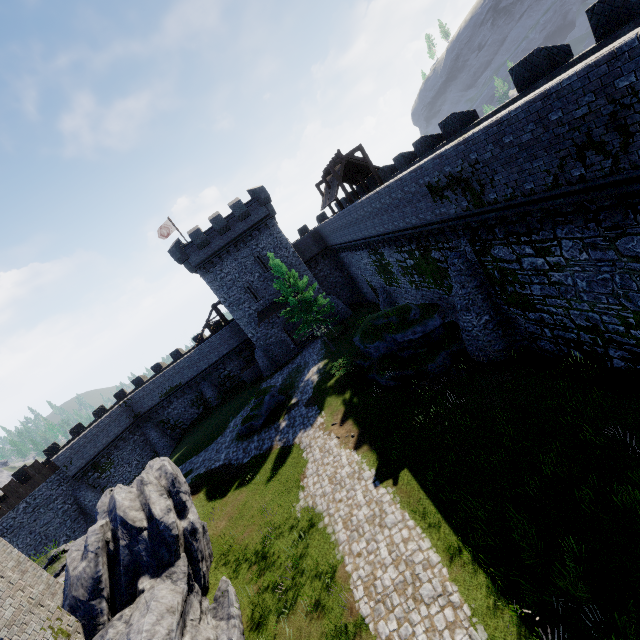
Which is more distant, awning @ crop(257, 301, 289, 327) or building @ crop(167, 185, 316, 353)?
awning @ crop(257, 301, 289, 327)

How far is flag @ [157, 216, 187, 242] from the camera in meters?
37.6 m

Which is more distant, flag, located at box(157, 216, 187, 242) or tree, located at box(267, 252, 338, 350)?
flag, located at box(157, 216, 187, 242)

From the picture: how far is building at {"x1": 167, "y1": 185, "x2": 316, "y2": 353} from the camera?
32.8m

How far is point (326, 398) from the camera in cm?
2344

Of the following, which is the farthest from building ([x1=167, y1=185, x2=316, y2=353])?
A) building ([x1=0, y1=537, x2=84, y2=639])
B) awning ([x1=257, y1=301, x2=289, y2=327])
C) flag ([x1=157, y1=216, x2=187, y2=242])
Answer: building ([x1=0, y1=537, x2=84, y2=639])

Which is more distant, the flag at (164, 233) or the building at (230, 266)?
the flag at (164, 233)

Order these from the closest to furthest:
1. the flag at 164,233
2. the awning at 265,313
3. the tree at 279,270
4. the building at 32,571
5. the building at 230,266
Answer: the building at 32,571 < the tree at 279,270 < the building at 230,266 < the awning at 265,313 < the flag at 164,233
